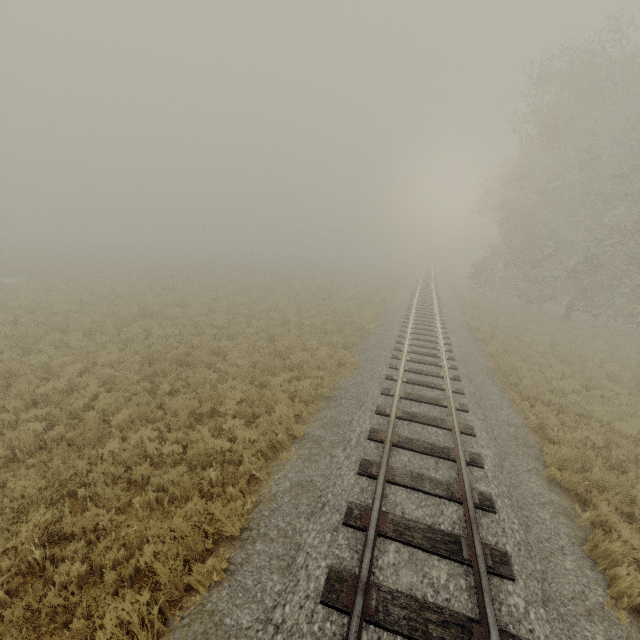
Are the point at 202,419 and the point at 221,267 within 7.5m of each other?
no
